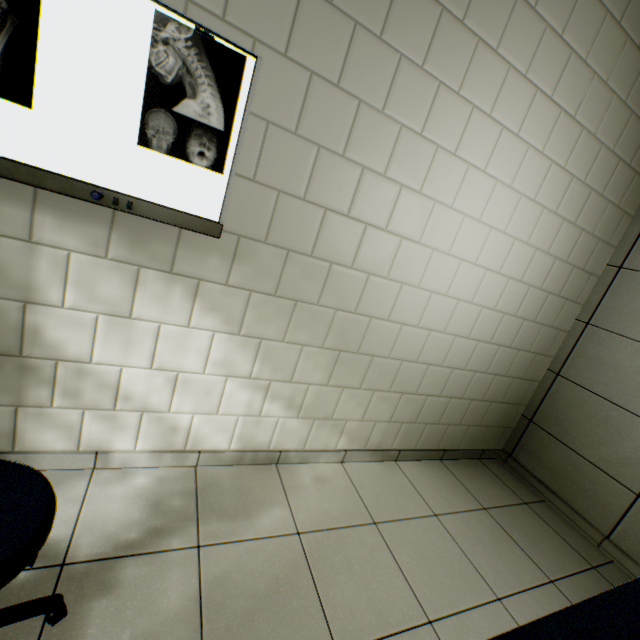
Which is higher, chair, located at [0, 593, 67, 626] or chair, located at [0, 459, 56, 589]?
chair, located at [0, 459, 56, 589]

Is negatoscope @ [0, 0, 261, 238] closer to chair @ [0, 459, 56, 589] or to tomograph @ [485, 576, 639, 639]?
chair @ [0, 459, 56, 589]

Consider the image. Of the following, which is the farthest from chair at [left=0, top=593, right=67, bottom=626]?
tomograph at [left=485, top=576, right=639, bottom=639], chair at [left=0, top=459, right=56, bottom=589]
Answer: tomograph at [left=485, top=576, right=639, bottom=639]

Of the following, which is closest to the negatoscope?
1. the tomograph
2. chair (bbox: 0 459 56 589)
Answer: chair (bbox: 0 459 56 589)

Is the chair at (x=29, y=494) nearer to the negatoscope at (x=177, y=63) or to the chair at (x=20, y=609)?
the chair at (x=20, y=609)

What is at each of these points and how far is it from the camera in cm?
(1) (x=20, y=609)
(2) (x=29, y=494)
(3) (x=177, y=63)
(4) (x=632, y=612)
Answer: (1) chair, 100
(2) chair, 88
(3) negatoscope, 112
(4) tomograph, 81

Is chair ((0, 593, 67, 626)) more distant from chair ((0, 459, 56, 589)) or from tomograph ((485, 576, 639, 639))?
tomograph ((485, 576, 639, 639))
